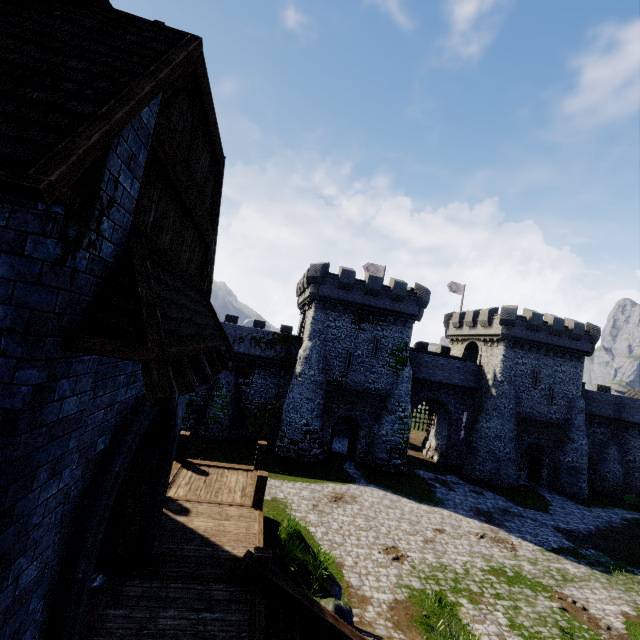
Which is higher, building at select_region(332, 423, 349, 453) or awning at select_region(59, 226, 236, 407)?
awning at select_region(59, 226, 236, 407)

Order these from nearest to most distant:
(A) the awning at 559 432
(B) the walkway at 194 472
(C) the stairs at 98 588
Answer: (C) the stairs at 98 588 → (B) the walkway at 194 472 → (A) the awning at 559 432

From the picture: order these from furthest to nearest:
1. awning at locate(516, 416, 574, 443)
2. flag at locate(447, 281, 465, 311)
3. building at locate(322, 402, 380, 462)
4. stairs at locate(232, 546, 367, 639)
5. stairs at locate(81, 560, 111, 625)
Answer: flag at locate(447, 281, 465, 311) < awning at locate(516, 416, 574, 443) < building at locate(322, 402, 380, 462) < stairs at locate(232, 546, 367, 639) < stairs at locate(81, 560, 111, 625)

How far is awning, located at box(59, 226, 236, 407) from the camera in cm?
270

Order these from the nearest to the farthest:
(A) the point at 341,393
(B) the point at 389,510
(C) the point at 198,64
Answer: (C) the point at 198,64 < (B) the point at 389,510 < (A) the point at 341,393

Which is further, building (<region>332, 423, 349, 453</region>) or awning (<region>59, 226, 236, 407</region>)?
building (<region>332, 423, 349, 453</region>)

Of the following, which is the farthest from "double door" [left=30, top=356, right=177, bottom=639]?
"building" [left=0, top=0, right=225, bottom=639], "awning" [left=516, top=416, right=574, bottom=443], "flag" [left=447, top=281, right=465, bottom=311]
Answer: "flag" [left=447, top=281, right=465, bottom=311]

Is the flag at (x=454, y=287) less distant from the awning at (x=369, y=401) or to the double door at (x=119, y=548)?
the awning at (x=369, y=401)
